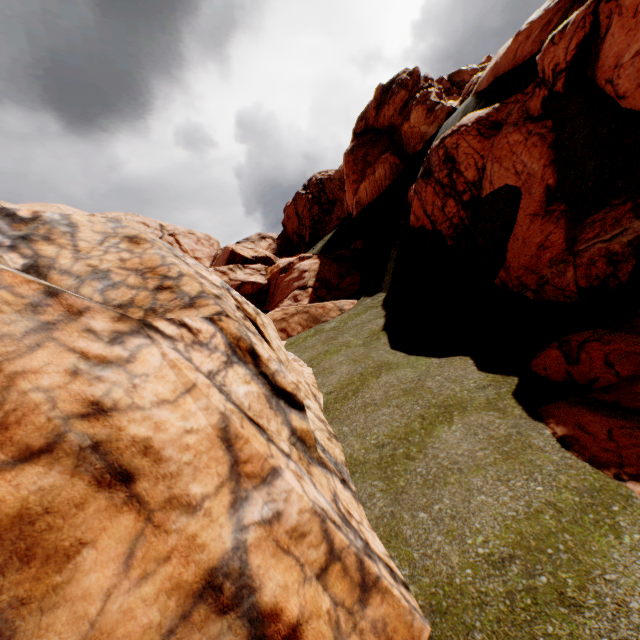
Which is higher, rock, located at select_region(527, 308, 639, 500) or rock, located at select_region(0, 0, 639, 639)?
rock, located at select_region(0, 0, 639, 639)

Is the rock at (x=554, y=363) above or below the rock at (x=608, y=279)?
below

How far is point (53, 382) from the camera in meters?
3.3

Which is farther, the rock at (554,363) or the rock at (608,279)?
the rock at (554,363)

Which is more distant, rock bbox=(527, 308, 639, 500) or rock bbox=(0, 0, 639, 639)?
rock bbox=(527, 308, 639, 500)
